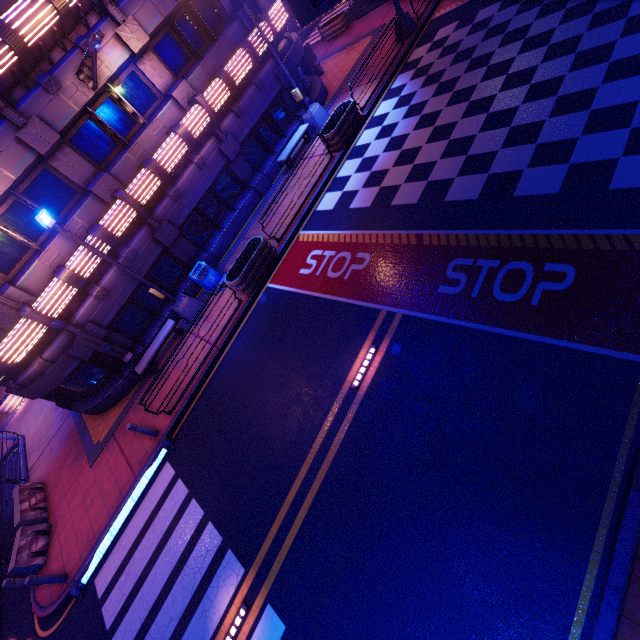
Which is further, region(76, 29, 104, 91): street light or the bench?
the bench

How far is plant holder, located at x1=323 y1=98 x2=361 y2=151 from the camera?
13.72m

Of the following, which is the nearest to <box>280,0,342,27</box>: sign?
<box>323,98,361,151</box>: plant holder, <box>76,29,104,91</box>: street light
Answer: <box>76,29,104,91</box>: street light

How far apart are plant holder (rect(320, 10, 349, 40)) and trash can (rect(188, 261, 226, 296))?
21.1m

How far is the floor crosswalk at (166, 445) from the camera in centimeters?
972cm

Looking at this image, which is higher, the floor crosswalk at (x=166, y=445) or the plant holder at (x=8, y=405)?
the plant holder at (x=8, y=405)

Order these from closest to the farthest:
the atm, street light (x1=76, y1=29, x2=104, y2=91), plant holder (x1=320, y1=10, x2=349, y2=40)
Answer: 1. street light (x1=76, y1=29, x2=104, y2=91)
2. the atm
3. plant holder (x1=320, y1=10, x2=349, y2=40)

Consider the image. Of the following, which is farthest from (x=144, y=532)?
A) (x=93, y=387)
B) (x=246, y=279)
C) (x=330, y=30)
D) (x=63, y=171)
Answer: (x=330, y=30)
